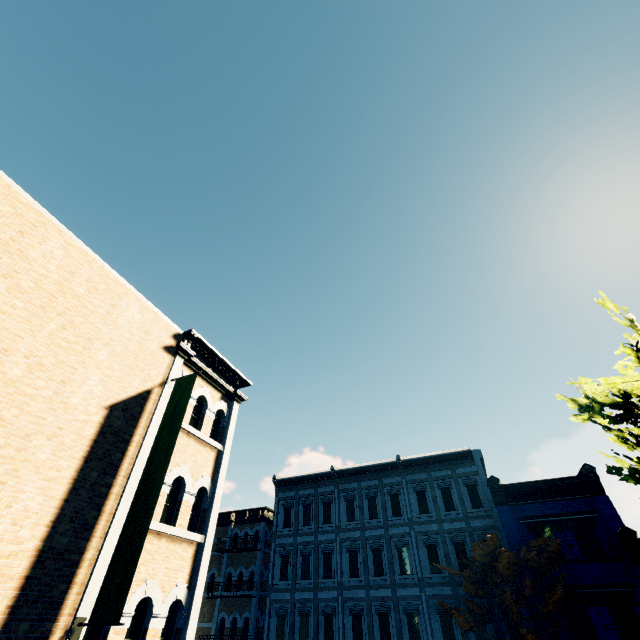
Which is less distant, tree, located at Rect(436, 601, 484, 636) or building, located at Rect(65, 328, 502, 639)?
building, located at Rect(65, 328, 502, 639)

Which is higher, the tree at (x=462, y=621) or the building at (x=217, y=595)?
the tree at (x=462, y=621)

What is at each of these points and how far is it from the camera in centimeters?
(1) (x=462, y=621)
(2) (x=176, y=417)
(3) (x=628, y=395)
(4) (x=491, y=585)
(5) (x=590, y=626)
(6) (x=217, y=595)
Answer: (1) tree, 1409cm
(2) banner, 812cm
(3) tree, 890cm
(4) tree, 1518cm
(5) building, 1481cm
(6) building, 2203cm

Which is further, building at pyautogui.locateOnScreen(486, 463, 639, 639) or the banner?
building at pyautogui.locateOnScreen(486, 463, 639, 639)

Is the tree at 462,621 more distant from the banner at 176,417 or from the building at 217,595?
the banner at 176,417

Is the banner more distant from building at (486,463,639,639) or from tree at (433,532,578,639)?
building at (486,463,639,639)

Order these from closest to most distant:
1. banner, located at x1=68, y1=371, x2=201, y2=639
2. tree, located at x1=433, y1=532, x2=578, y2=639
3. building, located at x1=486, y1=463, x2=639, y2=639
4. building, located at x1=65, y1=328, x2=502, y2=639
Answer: banner, located at x1=68, y1=371, x2=201, y2=639 < building, located at x1=65, y1=328, x2=502, y2=639 < tree, located at x1=433, y1=532, x2=578, y2=639 < building, located at x1=486, y1=463, x2=639, y2=639

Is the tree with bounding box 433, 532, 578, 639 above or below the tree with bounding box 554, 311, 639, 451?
below
